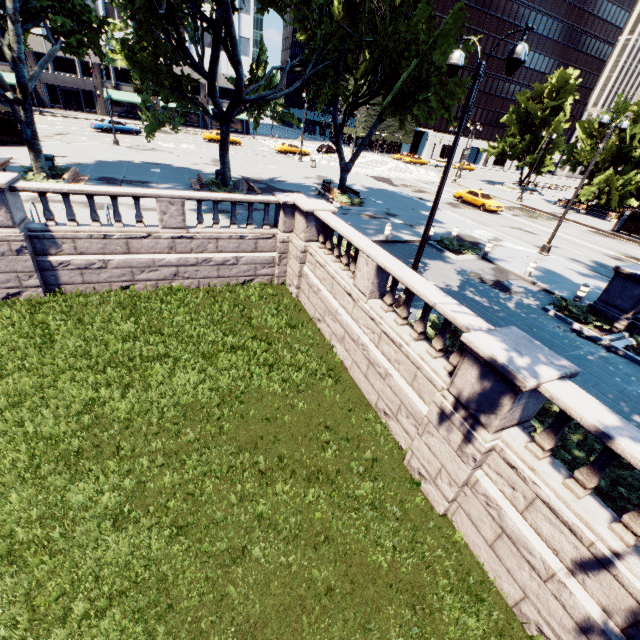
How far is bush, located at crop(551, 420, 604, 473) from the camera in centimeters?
640cm

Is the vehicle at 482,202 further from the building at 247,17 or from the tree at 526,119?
the building at 247,17

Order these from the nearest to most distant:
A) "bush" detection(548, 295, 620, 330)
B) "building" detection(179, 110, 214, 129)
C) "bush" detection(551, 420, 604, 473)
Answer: "bush" detection(551, 420, 604, 473), "bush" detection(548, 295, 620, 330), "building" detection(179, 110, 214, 129)

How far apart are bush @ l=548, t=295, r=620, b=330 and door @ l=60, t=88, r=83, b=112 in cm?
7024

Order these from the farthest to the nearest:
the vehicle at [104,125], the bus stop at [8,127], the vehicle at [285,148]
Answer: the vehicle at [285,148]
the vehicle at [104,125]
the bus stop at [8,127]

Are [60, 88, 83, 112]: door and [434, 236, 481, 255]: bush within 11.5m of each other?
no

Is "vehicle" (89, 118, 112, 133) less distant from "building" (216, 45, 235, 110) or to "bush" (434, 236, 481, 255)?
"building" (216, 45, 235, 110)

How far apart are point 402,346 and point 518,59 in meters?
6.8 m
